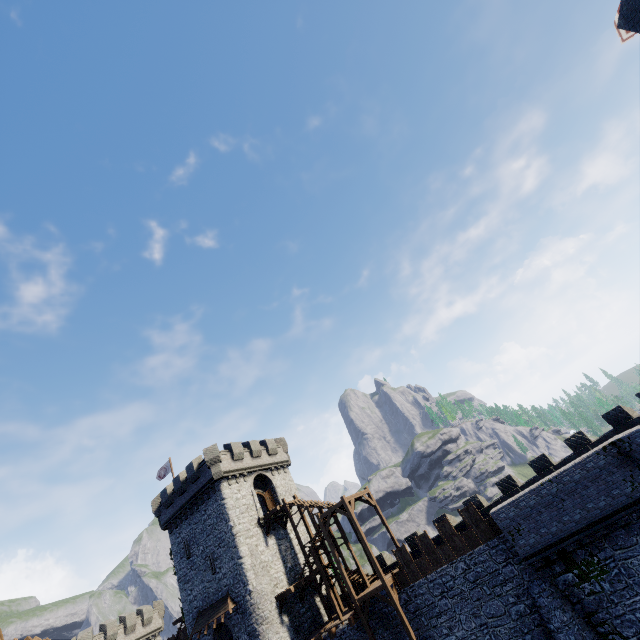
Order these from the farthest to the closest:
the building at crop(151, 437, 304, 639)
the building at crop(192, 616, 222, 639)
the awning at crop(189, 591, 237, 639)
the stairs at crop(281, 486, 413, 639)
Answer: the building at crop(151, 437, 304, 639), the building at crop(192, 616, 222, 639), the awning at crop(189, 591, 237, 639), the stairs at crop(281, 486, 413, 639)

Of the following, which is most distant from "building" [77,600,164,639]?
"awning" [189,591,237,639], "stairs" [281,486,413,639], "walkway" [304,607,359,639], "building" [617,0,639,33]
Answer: "building" [617,0,639,33]

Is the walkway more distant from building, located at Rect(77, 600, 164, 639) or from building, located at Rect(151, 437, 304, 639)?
building, located at Rect(77, 600, 164, 639)

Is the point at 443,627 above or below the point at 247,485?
below

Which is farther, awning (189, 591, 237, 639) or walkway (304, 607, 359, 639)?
awning (189, 591, 237, 639)

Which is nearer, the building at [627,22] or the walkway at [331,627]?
the building at [627,22]

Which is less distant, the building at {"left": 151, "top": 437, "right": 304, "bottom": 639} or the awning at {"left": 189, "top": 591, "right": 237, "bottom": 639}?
the awning at {"left": 189, "top": 591, "right": 237, "bottom": 639}

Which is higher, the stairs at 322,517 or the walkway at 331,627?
the stairs at 322,517
